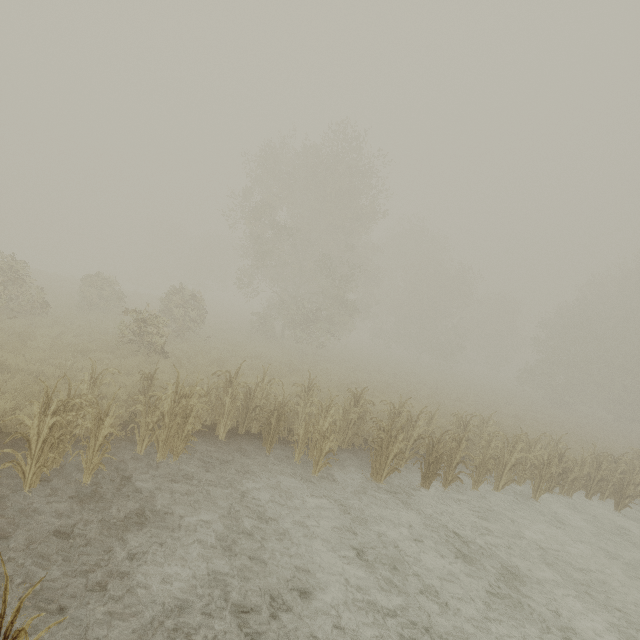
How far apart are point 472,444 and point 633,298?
33.02m
